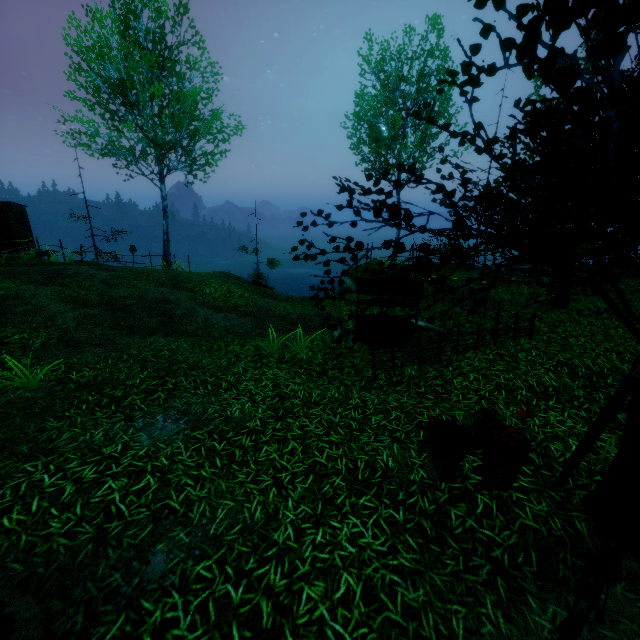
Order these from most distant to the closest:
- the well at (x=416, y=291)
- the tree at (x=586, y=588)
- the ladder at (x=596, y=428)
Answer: the well at (x=416, y=291) < the ladder at (x=596, y=428) < the tree at (x=586, y=588)

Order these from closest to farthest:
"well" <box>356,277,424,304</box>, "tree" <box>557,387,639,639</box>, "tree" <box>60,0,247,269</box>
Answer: "tree" <box>557,387,639,639</box> < "well" <box>356,277,424,304</box> < "tree" <box>60,0,247,269</box>

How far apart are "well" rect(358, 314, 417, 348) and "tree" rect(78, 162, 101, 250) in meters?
17.8 m

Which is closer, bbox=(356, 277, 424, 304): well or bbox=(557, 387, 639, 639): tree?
bbox=(557, 387, 639, 639): tree

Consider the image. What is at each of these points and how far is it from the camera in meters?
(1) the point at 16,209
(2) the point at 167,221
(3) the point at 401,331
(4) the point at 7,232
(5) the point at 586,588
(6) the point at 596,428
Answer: (1) outhouse, 18.2
(2) tree, 17.3
(3) well, 8.2
(4) outhouse door, 18.0
(5) tree, 1.5
(6) ladder, 3.4

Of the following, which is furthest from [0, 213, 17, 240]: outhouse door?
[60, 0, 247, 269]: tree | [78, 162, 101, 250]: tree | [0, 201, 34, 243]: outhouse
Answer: [60, 0, 247, 269]: tree

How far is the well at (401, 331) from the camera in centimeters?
817cm
